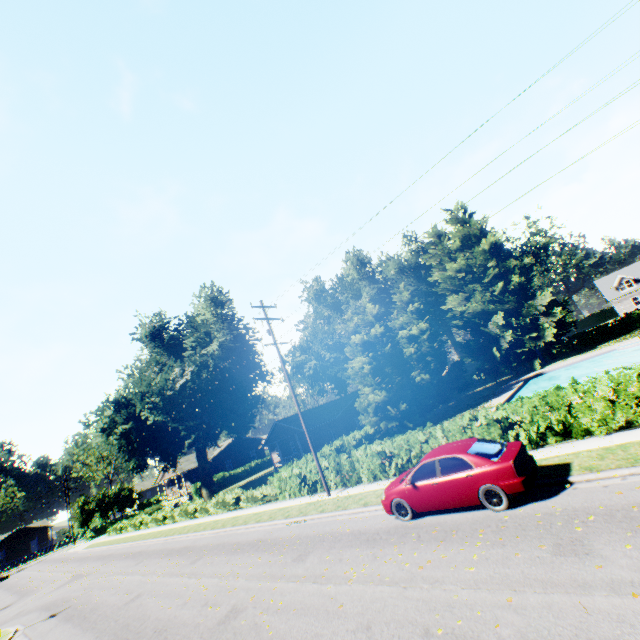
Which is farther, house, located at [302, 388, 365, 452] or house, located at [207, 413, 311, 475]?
house, located at [207, 413, 311, 475]

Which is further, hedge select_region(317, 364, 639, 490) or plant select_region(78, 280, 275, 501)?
plant select_region(78, 280, 275, 501)

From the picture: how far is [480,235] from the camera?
43.3 meters

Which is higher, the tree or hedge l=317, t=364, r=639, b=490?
the tree

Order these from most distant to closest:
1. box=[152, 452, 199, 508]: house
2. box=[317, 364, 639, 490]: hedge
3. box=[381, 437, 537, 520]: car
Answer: box=[152, 452, 199, 508]: house
box=[317, 364, 639, 490]: hedge
box=[381, 437, 537, 520]: car

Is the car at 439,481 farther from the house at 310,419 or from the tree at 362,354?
the house at 310,419

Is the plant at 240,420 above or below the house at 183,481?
above

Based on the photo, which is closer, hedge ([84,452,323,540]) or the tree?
hedge ([84,452,323,540])
